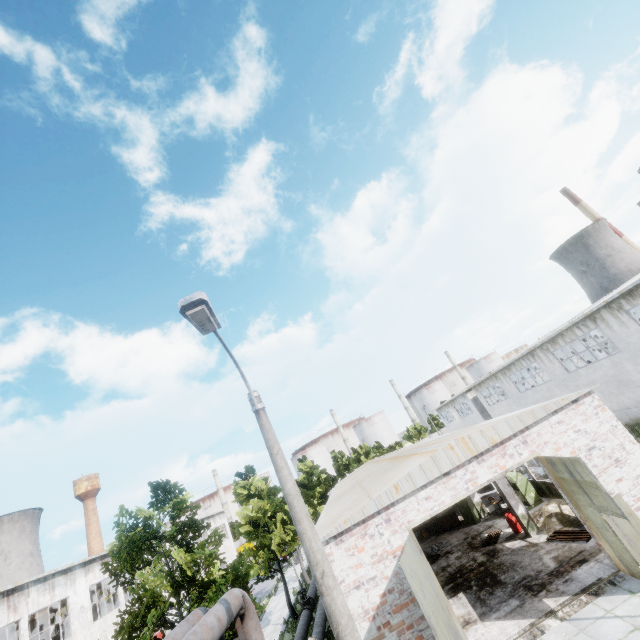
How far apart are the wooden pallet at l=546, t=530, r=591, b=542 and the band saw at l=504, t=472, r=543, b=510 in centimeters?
379cm

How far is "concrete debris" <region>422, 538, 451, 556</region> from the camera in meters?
19.5

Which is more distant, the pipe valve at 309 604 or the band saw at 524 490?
the band saw at 524 490

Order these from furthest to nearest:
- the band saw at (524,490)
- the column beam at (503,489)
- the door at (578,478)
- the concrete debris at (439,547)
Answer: the concrete debris at (439,547), the band saw at (524,490), the column beam at (503,489), the door at (578,478)

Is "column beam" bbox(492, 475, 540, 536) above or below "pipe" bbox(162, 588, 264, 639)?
below

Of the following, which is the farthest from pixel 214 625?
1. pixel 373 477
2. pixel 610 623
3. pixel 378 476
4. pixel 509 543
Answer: pixel 509 543

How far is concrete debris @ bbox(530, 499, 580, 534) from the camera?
14.9 meters

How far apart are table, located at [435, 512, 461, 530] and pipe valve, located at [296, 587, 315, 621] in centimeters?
914cm
